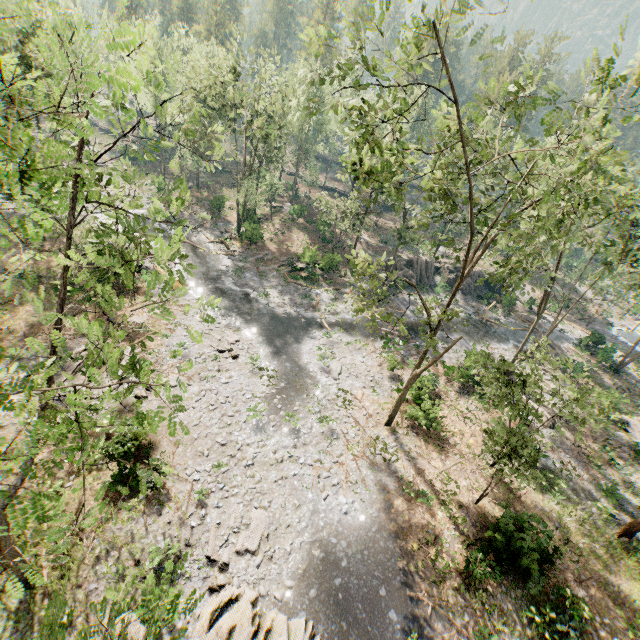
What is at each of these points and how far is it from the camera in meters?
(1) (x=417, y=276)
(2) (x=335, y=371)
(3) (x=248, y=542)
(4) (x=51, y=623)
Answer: (1) rock, 41.8
(2) rock, 25.0
(3) foliage, 14.7
(4) foliage, 3.4

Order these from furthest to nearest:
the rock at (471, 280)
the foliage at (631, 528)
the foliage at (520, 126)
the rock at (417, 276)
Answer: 1. the rock at (471, 280)
2. the rock at (417, 276)
3. the foliage at (631, 528)
4. the foliage at (520, 126)

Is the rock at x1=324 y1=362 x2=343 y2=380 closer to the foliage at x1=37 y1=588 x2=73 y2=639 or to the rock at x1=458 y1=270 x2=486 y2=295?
the foliage at x1=37 y1=588 x2=73 y2=639

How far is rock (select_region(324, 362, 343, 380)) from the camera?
24.72m

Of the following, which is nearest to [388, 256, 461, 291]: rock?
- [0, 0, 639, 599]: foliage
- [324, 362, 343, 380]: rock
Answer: [0, 0, 639, 599]: foliage

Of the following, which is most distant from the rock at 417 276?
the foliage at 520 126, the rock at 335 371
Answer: the rock at 335 371
